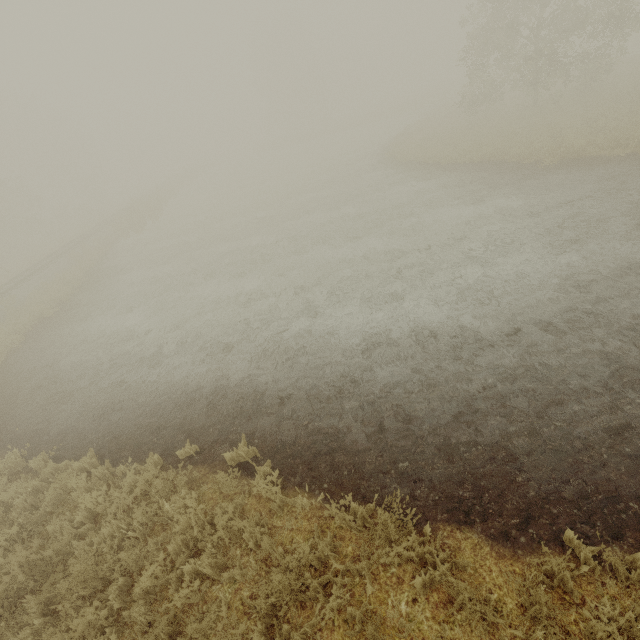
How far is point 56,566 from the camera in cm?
528

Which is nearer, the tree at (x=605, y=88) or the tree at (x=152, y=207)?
the tree at (x=605, y=88)

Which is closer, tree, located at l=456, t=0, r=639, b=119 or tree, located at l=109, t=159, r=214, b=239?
tree, located at l=456, t=0, r=639, b=119

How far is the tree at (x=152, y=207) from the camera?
26.08m

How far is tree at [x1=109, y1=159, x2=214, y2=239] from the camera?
26.08m
